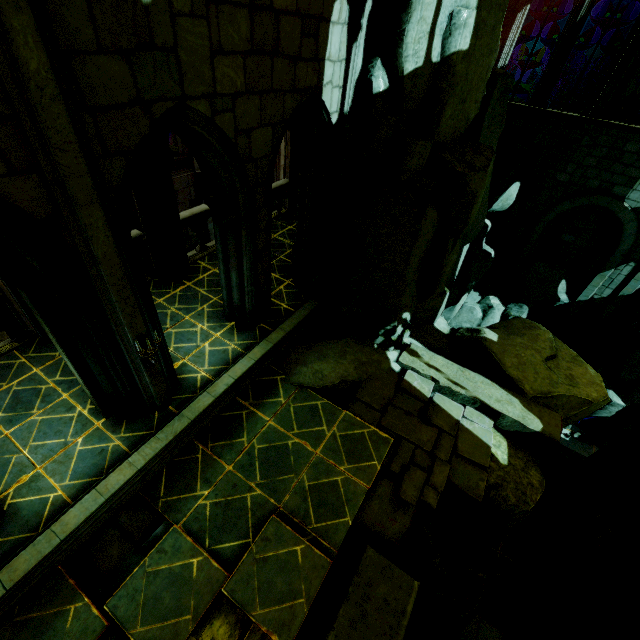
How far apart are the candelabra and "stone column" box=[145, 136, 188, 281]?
4.05m

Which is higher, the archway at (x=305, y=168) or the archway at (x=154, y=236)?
the archway at (x=305, y=168)

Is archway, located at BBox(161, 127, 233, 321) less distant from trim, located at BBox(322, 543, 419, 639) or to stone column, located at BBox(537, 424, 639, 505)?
trim, located at BBox(322, 543, 419, 639)

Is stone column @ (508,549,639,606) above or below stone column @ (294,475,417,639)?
below

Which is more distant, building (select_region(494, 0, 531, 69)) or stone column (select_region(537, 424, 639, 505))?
building (select_region(494, 0, 531, 69))

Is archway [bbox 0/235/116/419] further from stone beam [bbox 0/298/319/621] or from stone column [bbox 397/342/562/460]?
→ stone column [bbox 397/342/562/460]

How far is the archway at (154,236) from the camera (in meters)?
6.99

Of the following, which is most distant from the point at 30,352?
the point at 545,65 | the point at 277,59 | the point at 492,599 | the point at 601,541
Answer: the point at 545,65
